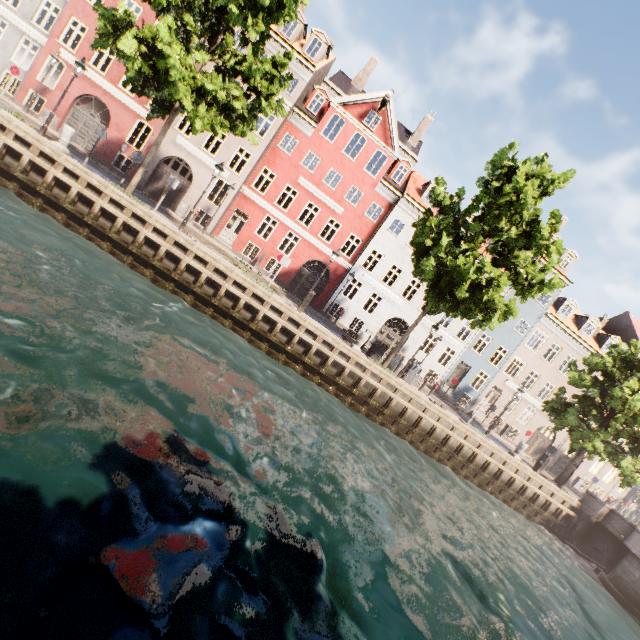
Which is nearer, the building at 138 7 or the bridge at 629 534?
the bridge at 629 534

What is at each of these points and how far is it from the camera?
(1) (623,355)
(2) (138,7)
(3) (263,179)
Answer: (1) tree, 19.77m
(2) building, 20.14m
(3) building, 28.16m

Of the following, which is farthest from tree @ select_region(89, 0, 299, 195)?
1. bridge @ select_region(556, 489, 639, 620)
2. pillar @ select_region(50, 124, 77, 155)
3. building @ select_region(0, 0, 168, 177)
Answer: building @ select_region(0, 0, 168, 177)

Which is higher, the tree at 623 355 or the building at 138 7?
the building at 138 7

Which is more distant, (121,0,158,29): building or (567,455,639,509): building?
(567,455,639,509): building

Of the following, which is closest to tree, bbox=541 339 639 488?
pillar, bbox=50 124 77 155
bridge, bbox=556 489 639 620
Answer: bridge, bbox=556 489 639 620

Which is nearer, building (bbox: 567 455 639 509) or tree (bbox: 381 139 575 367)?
tree (bbox: 381 139 575 367)
